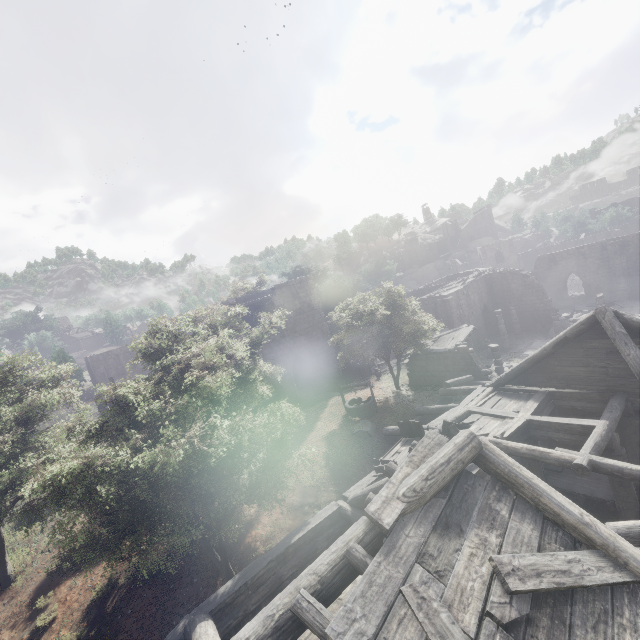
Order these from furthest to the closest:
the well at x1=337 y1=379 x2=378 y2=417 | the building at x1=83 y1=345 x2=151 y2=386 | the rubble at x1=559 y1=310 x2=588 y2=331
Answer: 1. the building at x1=83 y1=345 x2=151 y2=386
2. the rubble at x1=559 y1=310 x2=588 y2=331
3. the well at x1=337 y1=379 x2=378 y2=417

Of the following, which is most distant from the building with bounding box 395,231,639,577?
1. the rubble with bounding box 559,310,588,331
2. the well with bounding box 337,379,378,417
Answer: the well with bounding box 337,379,378,417

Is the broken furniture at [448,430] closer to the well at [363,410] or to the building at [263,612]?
the building at [263,612]

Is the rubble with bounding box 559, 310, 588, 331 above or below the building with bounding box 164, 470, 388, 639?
below

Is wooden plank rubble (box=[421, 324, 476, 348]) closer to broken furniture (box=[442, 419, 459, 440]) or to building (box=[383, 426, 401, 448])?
building (box=[383, 426, 401, 448])

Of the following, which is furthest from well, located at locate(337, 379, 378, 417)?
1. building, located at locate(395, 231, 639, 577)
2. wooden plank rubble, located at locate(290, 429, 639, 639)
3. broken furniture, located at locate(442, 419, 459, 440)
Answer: wooden plank rubble, located at locate(290, 429, 639, 639)

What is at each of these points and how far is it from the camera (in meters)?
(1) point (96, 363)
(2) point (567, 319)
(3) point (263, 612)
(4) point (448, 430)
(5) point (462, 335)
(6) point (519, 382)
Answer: (1) building, 45.59
(2) rubble, 32.03
(3) building, 3.61
(4) broken furniture, 10.98
(5) wooden plank rubble, 25.38
(6) building, 13.93

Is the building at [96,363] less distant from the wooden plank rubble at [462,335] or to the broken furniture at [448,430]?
the broken furniture at [448,430]
